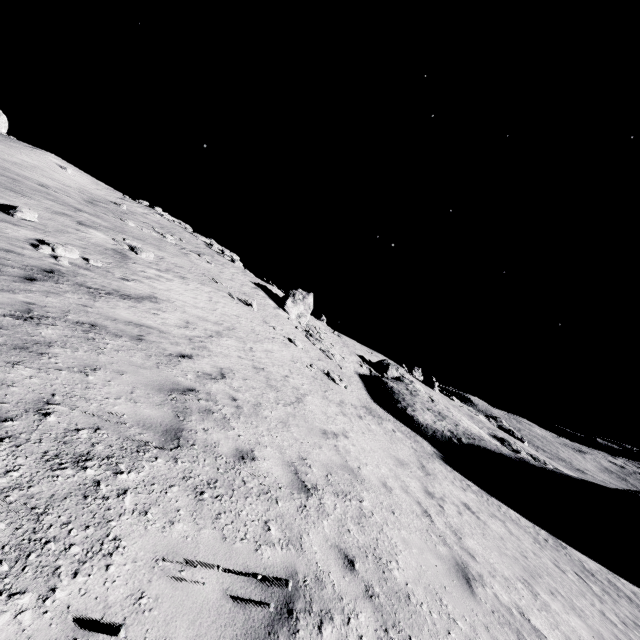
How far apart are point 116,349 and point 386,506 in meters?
6.1 m

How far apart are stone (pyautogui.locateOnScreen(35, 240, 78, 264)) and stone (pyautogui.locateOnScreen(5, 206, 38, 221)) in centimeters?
175cm

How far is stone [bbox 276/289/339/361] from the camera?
27.78m

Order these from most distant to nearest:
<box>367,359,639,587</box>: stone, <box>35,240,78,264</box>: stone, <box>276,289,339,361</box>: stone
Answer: <box>276,289,339,361</box>: stone
<box>367,359,639,587</box>: stone
<box>35,240,78,264</box>: stone

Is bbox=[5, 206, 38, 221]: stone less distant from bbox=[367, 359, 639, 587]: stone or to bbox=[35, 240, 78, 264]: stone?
bbox=[35, 240, 78, 264]: stone

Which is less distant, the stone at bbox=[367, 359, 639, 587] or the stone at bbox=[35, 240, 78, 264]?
the stone at bbox=[35, 240, 78, 264]

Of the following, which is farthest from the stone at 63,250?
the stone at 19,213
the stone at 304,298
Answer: the stone at 304,298

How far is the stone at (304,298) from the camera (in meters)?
27.78
